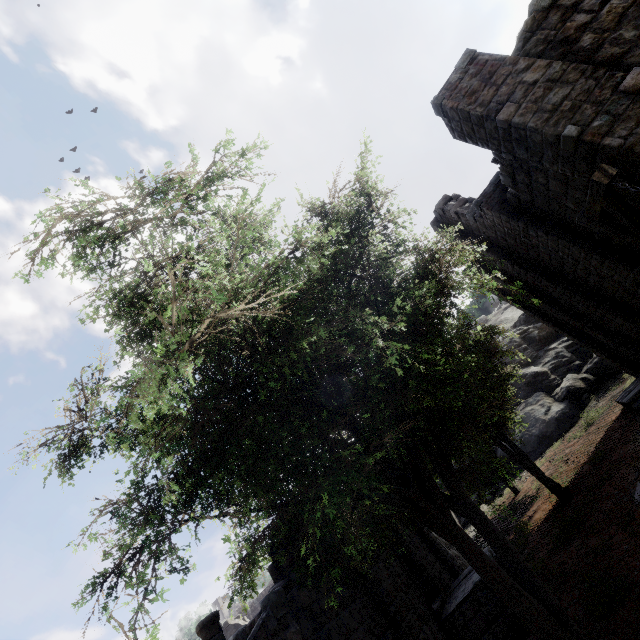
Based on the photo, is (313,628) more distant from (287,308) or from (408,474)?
(287,308)

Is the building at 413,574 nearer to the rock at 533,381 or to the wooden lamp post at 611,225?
the rock at 533,381

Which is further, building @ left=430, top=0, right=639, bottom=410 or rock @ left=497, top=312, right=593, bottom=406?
rock @ left=497, top=312, right=593, bottom=406

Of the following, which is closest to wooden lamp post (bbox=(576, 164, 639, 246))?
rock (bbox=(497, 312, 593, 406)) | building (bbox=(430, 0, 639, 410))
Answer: building (bbox=(430, 0, 639, 410))

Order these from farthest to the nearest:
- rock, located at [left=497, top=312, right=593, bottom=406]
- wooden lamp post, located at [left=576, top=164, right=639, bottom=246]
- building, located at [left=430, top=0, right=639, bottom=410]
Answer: rock, located at [left=497, top=312, right=593, bottom=406]
building, located at [left=430, top=0, right=639, bottom=410]
wooden lamp post, located at [left=576, top=164, right=639, bottom=246]

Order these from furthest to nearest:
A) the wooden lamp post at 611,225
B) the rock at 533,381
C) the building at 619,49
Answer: the rock at 533,381 < the building at 619,49 < the wooden lamp post at 611,225

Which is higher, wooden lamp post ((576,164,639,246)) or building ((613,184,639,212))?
building ((613,184,639,212))

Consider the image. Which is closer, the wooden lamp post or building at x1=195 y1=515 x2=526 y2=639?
the wooden lamp post
